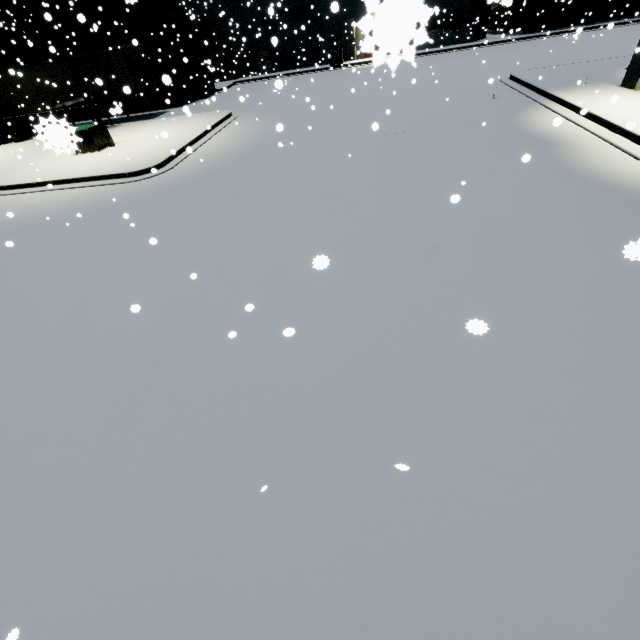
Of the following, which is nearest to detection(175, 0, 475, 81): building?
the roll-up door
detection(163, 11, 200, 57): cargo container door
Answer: the roll-up door

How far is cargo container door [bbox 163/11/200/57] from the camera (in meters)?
22.64

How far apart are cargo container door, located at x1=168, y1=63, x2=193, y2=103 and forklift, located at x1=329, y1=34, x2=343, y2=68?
12.42m

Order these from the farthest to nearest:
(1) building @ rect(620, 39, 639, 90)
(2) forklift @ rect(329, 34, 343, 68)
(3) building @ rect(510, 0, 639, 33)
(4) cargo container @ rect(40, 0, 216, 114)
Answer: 1. (2) forklift @ rect(329, 34, 343, 68)
2. (3) building @ rect(510, 0, 639, 33)
3. (4) cargo container @ rect(40, 0, 216, 114)
4. (1) building @ rect(620, 39, 639, 90)

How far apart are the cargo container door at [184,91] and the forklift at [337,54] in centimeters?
1242cm

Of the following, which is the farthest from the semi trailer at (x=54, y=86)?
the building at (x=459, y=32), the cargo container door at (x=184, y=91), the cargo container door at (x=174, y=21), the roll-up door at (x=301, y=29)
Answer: the roll-up door at (x=301, y=29)

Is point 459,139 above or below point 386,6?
below

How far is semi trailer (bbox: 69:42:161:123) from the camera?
20.6 meters
